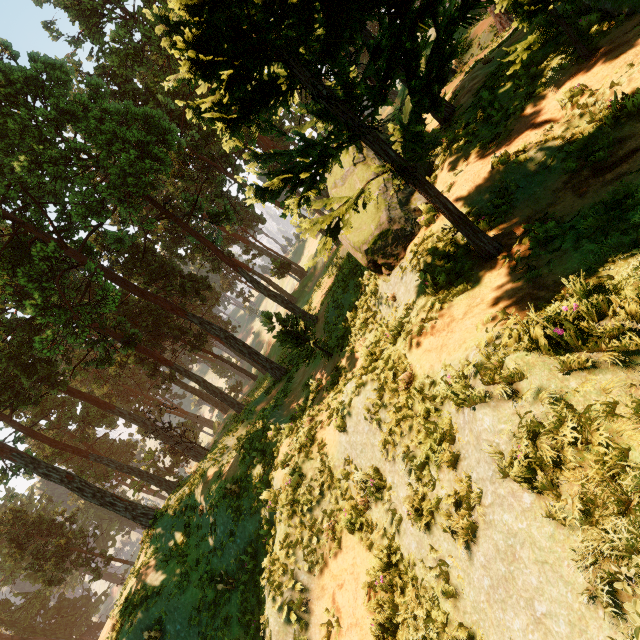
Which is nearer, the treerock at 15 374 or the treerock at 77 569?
the treerock at 15 374

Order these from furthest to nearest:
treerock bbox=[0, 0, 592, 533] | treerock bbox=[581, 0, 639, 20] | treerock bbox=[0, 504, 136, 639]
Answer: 1. treerock bbox=[0, 504, 136, 639]
2. treerock bbox=[581, 0, 639, 20]
3. treerock bbox=[0, 0, 592, 533]

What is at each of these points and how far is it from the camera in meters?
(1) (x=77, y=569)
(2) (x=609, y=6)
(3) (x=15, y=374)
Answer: (1) treerock, 45.5
(2) treerock, 7.5
(3) treerock, 27.0

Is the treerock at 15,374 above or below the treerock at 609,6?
above

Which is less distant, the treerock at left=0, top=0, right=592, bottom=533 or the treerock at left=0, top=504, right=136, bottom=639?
the treerock at left=0, top=0, right=592, bottom=533

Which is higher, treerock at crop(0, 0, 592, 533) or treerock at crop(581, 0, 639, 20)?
treerock at crop(0, 0, 592, 533)
